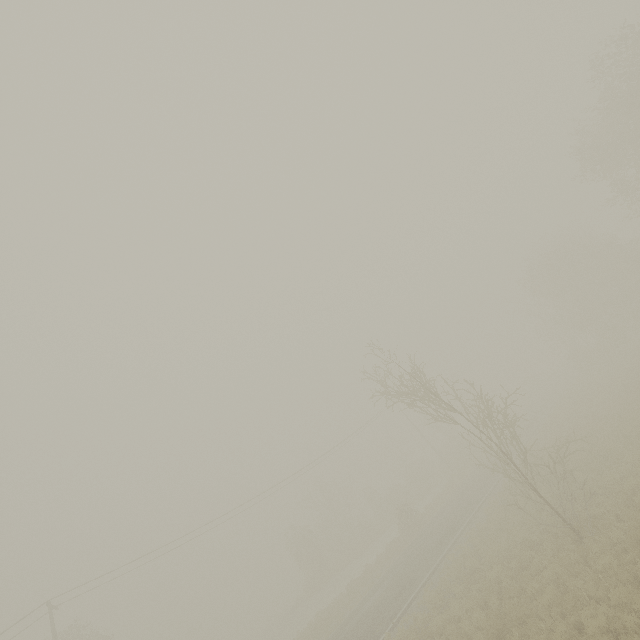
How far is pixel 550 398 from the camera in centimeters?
4259cm
